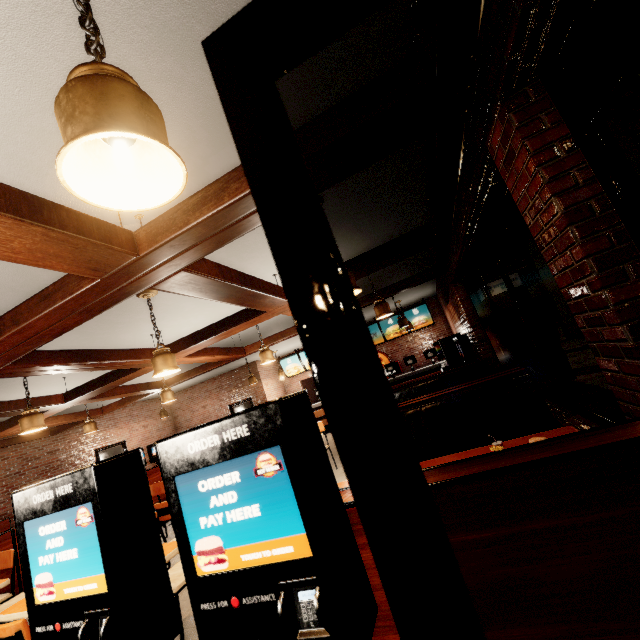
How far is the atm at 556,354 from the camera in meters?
5.9 m

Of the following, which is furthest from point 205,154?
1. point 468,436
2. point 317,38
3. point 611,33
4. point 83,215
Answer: point 611,33

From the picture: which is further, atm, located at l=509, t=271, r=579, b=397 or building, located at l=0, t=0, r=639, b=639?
atm, located at l=509, t=271, r=579, b=397

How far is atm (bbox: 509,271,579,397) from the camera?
5.88m

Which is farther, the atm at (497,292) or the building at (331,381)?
the atm at (497,292)
